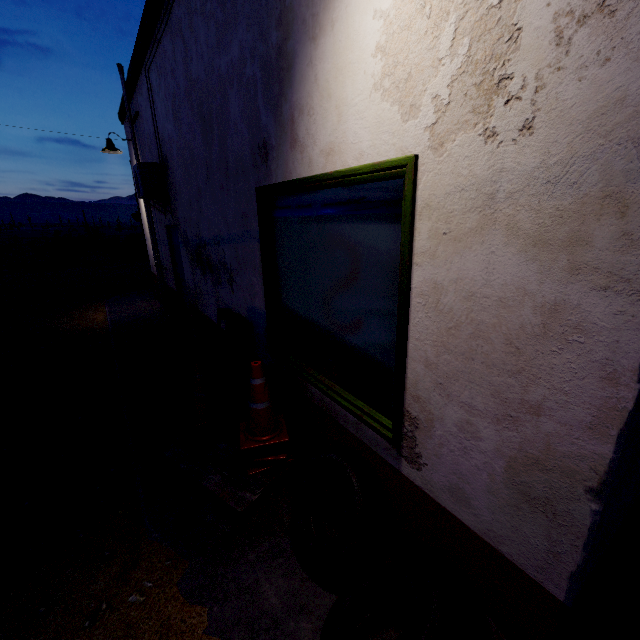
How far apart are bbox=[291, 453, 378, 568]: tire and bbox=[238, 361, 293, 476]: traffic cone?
0.4 meters

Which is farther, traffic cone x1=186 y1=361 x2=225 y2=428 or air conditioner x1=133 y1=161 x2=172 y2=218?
air conditioner x1=133 y1=161 x2=172 y2=218

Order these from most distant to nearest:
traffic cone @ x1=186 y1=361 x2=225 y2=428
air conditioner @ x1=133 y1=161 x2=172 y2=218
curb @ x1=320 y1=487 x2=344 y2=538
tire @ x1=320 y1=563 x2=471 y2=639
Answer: air conditioner @ x1=133 y1=161 x2=172 y2=218 → traffic cone @ x1=186 y1=361 x2=225 y2=428 → curb @ x1=320 y1=487 x2=344 y2=538 → tire @ x1=320 y1=563 x2=471 y2=639

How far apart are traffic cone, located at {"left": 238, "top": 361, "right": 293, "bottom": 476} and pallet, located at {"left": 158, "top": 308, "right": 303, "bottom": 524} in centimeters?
2cm

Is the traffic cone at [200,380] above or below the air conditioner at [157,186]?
below

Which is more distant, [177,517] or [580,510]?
[177,517]

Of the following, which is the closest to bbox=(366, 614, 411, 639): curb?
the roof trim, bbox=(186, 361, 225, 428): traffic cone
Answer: bbox=(186, 361, 225, 428): traffic cone

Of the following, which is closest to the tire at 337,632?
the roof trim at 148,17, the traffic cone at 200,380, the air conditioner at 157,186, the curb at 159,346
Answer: the curb at 159,346
